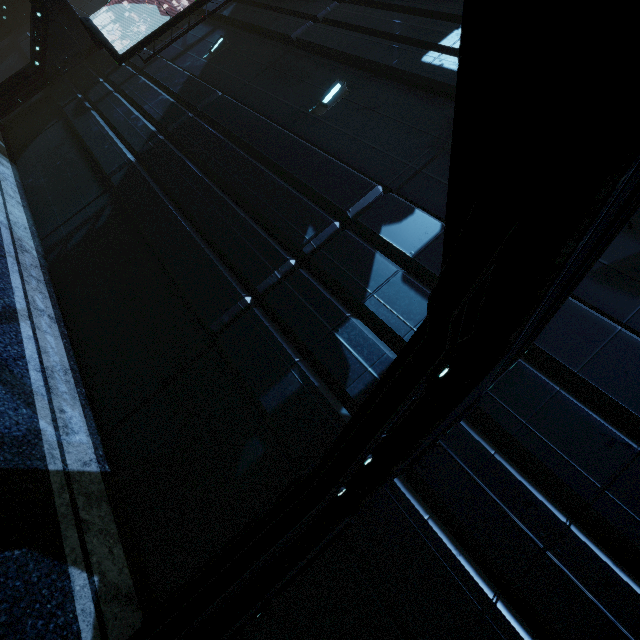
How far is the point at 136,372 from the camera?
5.2 meters

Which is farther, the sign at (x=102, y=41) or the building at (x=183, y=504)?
the sign at (x=102, y=41)

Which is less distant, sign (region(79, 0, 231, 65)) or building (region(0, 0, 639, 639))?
building (region(0, 0, 639, 639))
